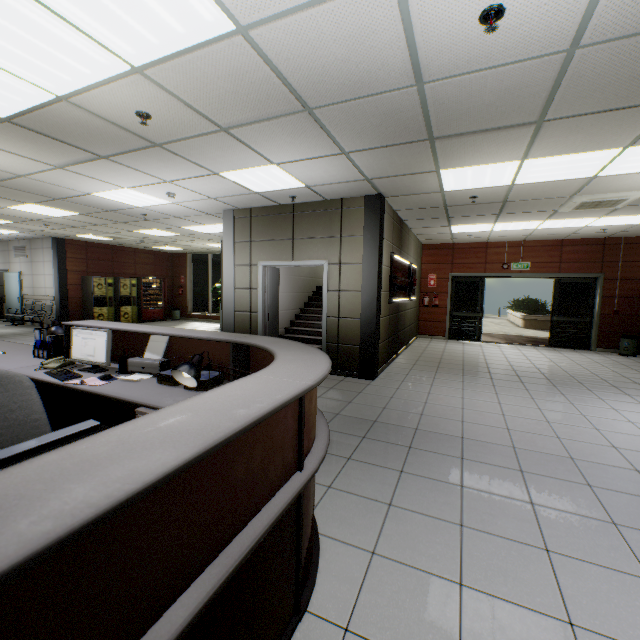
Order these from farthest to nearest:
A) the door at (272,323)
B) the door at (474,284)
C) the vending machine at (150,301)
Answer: the vending machine at (150,301) < the door at (474,284) < the door at (272,323)

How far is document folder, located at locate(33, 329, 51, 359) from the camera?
3.56m

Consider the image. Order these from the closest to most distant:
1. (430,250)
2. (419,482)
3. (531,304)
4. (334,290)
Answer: (419,482) → (334,290) → (430,250) → (531,304)

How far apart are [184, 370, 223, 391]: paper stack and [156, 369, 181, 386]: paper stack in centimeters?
10cm

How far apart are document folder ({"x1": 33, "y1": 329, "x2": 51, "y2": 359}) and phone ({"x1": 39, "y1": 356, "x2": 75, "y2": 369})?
0.3 meters

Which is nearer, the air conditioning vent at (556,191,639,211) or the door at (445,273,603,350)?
the air conditioning vent at (556,191,639,211)

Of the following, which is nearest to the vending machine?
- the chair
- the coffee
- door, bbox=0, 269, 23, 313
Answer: the coffee

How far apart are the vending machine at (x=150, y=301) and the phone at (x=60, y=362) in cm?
1159
